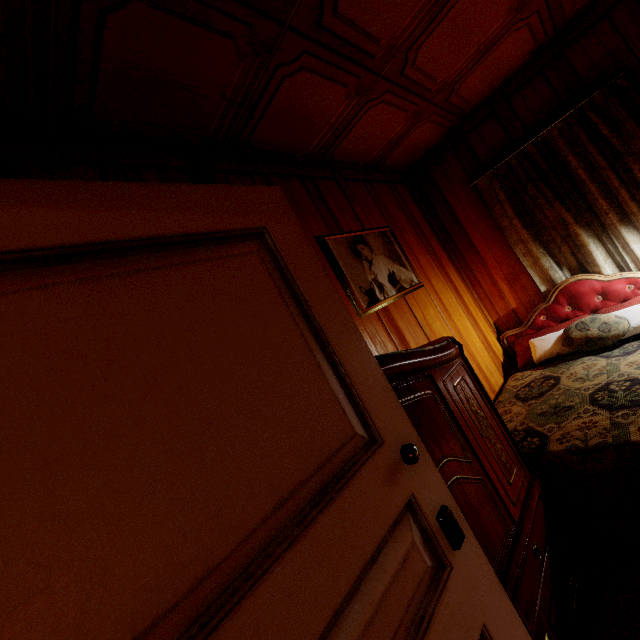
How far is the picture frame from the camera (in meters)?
2.20

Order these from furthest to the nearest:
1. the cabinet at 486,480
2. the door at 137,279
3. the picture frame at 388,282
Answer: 1. the picture frame at 388,282
2. the cabinet at 486,480
3. the door at 137,279

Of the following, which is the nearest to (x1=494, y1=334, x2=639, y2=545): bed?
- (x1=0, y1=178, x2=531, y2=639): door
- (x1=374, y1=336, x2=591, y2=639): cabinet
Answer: (x1=374, y1=336, x2=591, y2=639): cabinet

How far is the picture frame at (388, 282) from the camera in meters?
2.2 m

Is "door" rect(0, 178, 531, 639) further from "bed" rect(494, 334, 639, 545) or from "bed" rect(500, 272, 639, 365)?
"bed" rect(500, 272, 639, 365)

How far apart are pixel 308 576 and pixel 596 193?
3.5m

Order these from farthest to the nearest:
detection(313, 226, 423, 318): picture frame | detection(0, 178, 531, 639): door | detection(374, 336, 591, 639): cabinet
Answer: detection(313, 226, 423, 318): picture frame < detection(374, 336, 591, 639): cabinet < detection(0, 178, 531, 639): door

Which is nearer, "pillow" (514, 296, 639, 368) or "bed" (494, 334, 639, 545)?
"bed" (494, 334, 639, 545)
